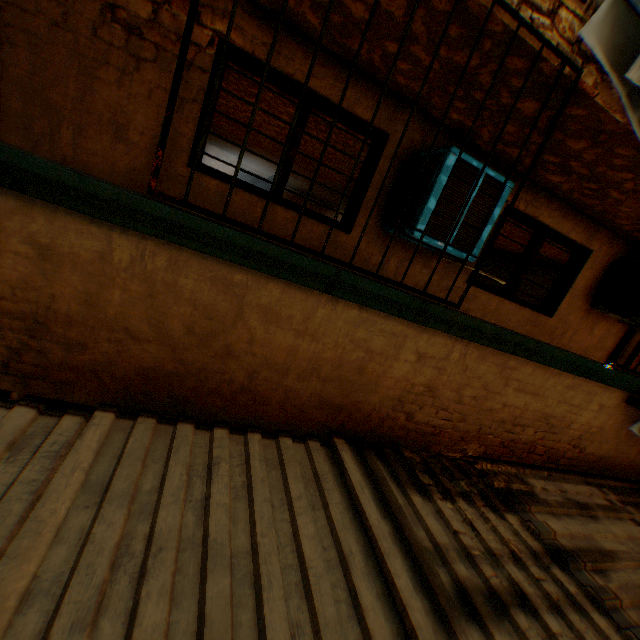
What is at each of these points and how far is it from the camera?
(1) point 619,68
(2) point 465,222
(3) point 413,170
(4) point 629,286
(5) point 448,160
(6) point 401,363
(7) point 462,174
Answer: (1) dryer, 1.95m
(2) air conditioner, 3.07m
(3) air conditioner, 3.28m
(4) air conditioner, 4.50m
(5) air conditioner, 2.81m
(6) building, 2.52m
(7) air conditioner, 2.90m

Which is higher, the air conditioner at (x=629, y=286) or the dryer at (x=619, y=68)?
the dryer at (x=619, y=68)

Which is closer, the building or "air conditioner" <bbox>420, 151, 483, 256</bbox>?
the building

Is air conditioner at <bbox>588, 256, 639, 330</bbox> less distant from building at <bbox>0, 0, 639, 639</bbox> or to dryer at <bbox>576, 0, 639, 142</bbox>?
building at <bbox>0, 0, 639, 639</bbox>

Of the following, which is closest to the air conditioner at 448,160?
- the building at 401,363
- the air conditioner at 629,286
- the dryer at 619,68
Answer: the building at 401,363

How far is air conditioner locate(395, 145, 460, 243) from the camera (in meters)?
2.83

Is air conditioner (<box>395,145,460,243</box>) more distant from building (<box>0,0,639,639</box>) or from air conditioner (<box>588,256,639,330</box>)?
air conditioner (<box>588,256,639,330</box>)

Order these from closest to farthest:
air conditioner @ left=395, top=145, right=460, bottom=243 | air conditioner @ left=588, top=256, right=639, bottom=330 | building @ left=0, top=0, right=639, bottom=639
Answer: building @ left=0, top=0, right=639, bottom=639, air conditioner @ left=395, top=145, right=460, bottom=243, air conditioner @ left=588, top=256, right=639, bottom=330
